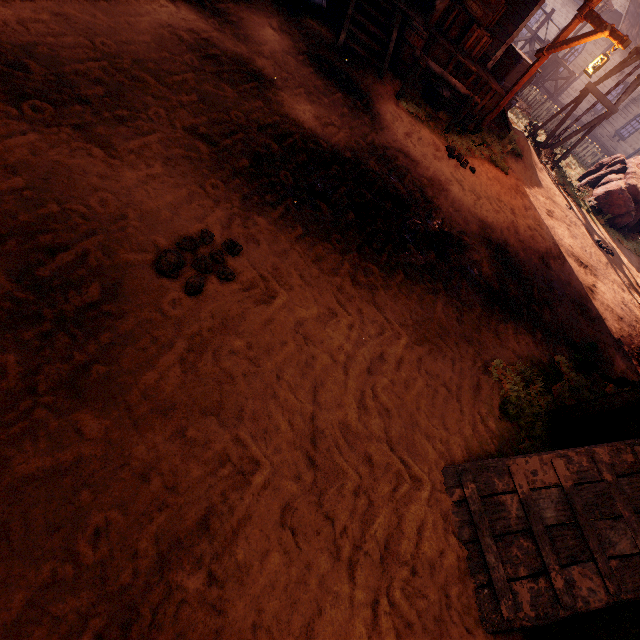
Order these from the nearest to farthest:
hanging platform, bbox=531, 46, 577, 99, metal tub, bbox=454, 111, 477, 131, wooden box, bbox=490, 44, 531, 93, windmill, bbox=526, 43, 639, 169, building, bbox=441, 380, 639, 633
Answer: building, bbox=441, 380, 639, 633 < metal tub, bbox=454, 111, 477, 131 < wooden box, bbox=490, 44, 531, 93 < windmill, bbox=526, 43, 639, 169 < hanging platform, bbox=531, 46, 577, 99

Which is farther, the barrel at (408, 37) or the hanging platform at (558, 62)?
the hanging platform at (558, 62)

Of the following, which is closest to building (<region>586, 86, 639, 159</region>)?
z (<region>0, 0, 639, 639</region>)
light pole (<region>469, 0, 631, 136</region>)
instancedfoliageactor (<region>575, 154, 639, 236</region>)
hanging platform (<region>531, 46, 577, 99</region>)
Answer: z (<region>0, 0, 639, 639</region>)

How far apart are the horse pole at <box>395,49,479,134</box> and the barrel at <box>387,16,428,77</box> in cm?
125

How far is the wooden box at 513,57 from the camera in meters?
10.4

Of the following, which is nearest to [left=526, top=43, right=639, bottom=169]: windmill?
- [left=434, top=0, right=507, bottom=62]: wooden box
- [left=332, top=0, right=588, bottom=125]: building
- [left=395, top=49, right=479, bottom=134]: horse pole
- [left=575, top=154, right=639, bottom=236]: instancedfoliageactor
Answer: [left=575, top=154, right=639, bottom=236]: instancedfoliageactor

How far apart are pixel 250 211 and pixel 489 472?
3.3 meters

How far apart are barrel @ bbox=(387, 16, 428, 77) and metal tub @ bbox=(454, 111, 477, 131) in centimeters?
53cm
